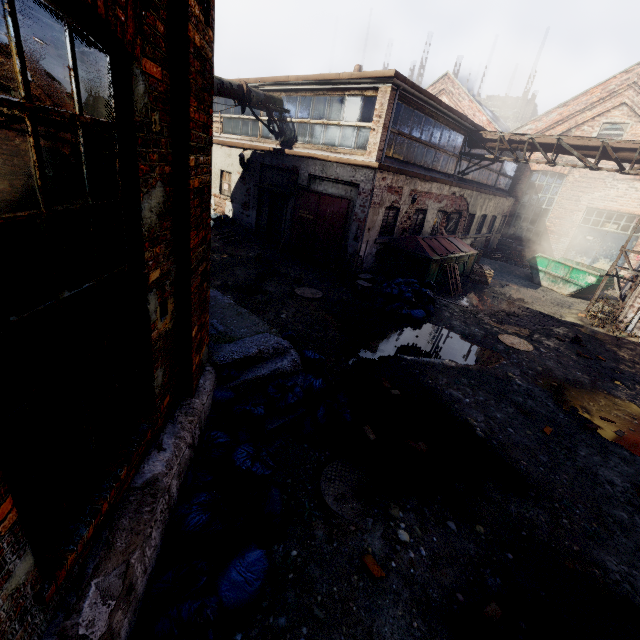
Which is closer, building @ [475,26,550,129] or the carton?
the carton

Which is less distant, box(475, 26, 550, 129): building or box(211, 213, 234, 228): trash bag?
box(211, 213, 234, 228): trash bag

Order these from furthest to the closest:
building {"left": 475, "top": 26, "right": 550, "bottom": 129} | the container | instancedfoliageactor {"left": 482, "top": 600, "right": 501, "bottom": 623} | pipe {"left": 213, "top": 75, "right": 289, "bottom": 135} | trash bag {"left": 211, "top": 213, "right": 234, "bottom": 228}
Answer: building {"left": 475, "top": 26, "right": 550, "bottom": 129} → trash bag {"left": 211, "top": 213, "right": 234, "bottom": 228} → the container → pipe {"left": 213, "top": 75, "right": 289, "bottom": 135} → instancedfoliageactor {"left": 482, "top": 600, "right": 501, "bottom": 623}

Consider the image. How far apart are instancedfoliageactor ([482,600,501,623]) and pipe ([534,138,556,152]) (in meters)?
14.58

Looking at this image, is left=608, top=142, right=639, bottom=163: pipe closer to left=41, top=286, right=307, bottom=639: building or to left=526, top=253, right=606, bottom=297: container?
left=526, top=253, right=606, bottom=297: container

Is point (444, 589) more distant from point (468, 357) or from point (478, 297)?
point (478, 297)

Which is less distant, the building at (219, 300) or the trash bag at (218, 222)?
the building at (219, 300)

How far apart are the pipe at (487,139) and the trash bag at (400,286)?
7.8 meters
